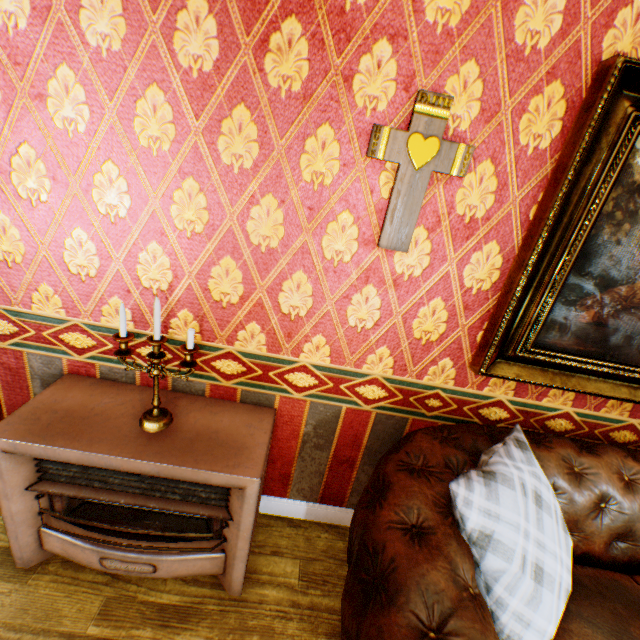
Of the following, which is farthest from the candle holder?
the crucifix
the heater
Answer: the crucifix

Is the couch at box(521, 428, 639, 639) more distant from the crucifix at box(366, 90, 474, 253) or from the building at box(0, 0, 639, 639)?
the crucifix at box(366, 90, 474, 253)

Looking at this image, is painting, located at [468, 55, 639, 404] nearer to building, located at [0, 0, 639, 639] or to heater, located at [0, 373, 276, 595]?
building, located at [0, 0, 639, 639]

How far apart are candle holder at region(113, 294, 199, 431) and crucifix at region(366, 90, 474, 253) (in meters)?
0.97

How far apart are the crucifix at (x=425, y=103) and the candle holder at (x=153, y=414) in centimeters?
97cm

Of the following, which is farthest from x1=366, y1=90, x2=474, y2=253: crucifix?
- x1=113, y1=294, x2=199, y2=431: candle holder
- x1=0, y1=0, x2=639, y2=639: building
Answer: x1=113, y1=294, x2=199, y2=431: candle holder

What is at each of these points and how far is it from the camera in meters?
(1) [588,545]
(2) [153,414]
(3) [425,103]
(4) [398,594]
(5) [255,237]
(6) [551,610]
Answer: (1) couch, 1.7 m
(2) candle holder, 1.6 m
(3) crucifix, 1.3 m
(4) couch, 1.0 m
(5) building, 1.5 m
(6) pillow, 1.2 m

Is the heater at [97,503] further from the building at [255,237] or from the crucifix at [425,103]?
the crucifix at [425,103]
